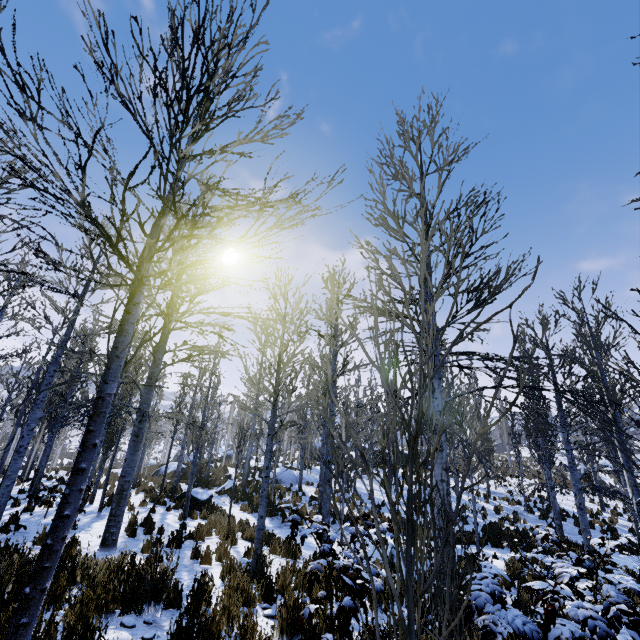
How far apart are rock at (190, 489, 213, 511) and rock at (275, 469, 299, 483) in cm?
649

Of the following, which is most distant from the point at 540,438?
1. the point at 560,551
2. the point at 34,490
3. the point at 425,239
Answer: the point at 34,490

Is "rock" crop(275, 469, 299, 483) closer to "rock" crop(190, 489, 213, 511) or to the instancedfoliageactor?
the instancedfoliageactor

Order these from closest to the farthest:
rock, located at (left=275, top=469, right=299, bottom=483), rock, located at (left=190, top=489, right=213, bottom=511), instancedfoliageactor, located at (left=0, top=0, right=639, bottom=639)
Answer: instancedfoliageactor, located at (left=0, top=0, right=639, bottom=639) < rock, located at (left=190, top=489, right=213, bottom=511) < rock, located at (left=275, top=469, right=299, bottom=483)

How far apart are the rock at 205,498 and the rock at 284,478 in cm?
649

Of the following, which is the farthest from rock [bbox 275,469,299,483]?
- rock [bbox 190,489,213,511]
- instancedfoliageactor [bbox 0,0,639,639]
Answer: rock [bbox 190,489,213,511]

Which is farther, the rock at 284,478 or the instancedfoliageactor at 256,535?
the rock at 284,478
